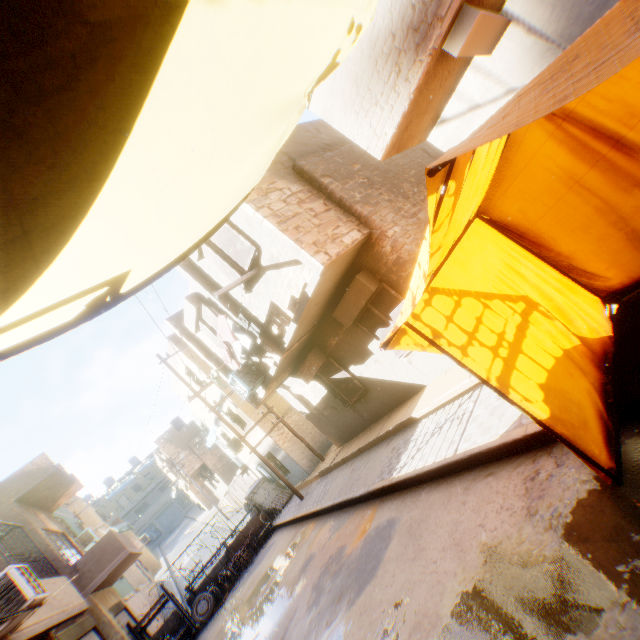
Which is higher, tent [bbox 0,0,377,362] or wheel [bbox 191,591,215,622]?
tent [bbox 0,0,377,362]

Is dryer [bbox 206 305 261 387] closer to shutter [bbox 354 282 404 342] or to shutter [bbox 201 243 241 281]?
shutter [bbox 201 243 241 281]

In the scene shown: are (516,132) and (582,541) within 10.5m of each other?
yes

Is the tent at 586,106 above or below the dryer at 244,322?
below

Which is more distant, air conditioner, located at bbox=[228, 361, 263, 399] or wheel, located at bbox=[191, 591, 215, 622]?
wheel, located at bbox=[191, 591, 215, 622]

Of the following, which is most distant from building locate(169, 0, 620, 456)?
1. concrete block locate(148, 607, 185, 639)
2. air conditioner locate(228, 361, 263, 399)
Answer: concrete block locate(148, 607, 185, 639)

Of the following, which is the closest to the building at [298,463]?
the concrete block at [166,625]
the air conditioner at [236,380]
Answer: the air conditioner at [236,380]

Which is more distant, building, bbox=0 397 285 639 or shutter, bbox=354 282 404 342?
building, bbox=0 397 285 639
